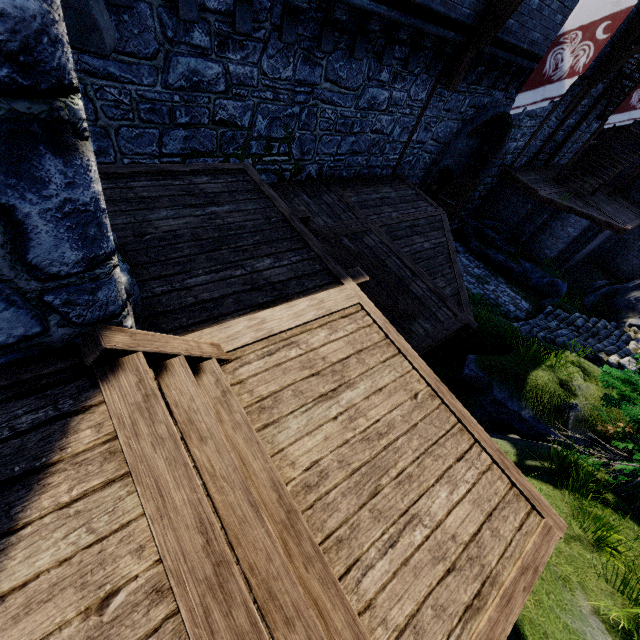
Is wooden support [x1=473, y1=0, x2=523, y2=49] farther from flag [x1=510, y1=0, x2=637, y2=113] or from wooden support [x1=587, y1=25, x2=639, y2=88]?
wooden support [x1=587, y1=25, x2=639, y2=88]

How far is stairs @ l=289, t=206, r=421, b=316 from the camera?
4.7 meters

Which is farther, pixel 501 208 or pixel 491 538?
pixel 501 208

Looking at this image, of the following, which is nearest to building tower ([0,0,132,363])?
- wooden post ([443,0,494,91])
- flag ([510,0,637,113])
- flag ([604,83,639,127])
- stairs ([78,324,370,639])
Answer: stairs ([78,324,370,639])

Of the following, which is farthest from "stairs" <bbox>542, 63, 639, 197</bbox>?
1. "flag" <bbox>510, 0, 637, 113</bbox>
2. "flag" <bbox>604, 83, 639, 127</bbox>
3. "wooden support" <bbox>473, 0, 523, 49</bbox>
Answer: "wooden support" <bbox>473, 0, 523, 49</bbox>

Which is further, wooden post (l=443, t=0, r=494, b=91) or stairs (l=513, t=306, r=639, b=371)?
stairs (l=513, t=306, r=639, b=371)

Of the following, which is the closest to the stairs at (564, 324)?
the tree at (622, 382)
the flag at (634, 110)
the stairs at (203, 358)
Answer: the flag at (634, 110)

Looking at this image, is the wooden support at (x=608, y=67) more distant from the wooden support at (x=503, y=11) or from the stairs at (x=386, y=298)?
the stairs at (x=386, y=298)
